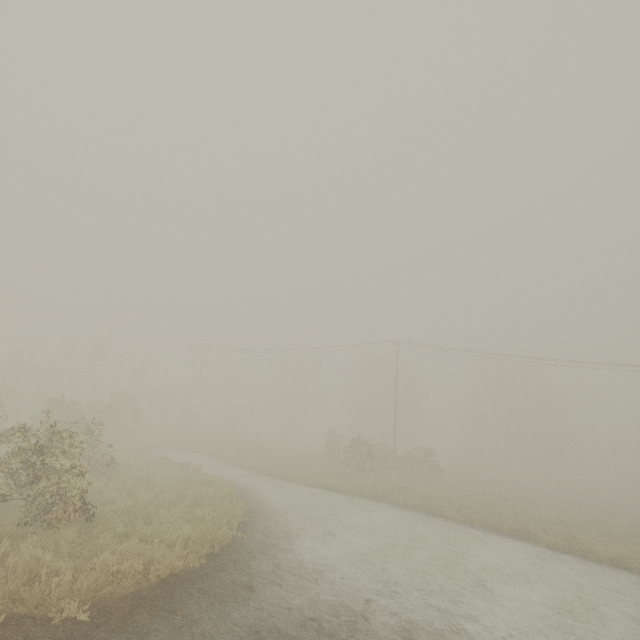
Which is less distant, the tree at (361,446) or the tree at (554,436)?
the tree at (361,446)

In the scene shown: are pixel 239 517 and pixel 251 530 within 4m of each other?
yes

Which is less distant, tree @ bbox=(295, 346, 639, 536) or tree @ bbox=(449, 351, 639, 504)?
tree @ bbox=(295, 346, 639, 536)
